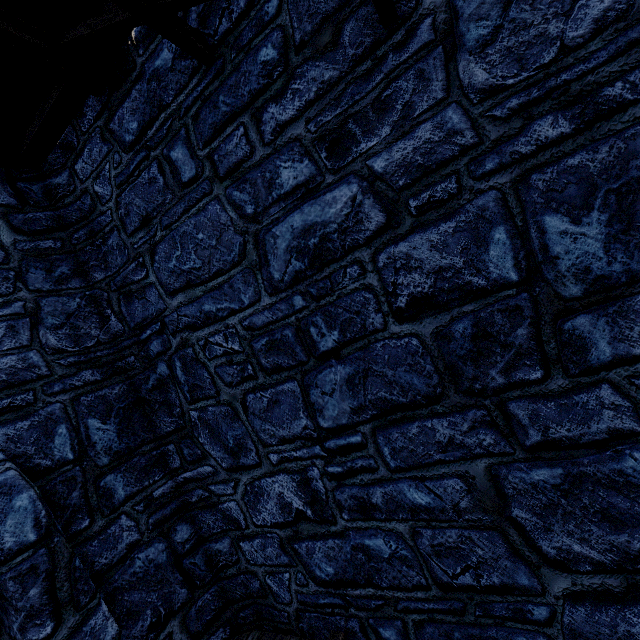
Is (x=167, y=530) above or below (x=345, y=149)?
below
